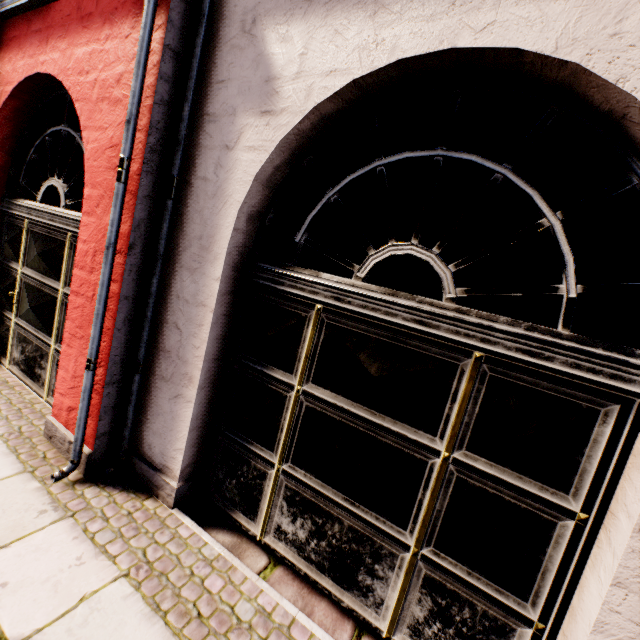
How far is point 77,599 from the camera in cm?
182
